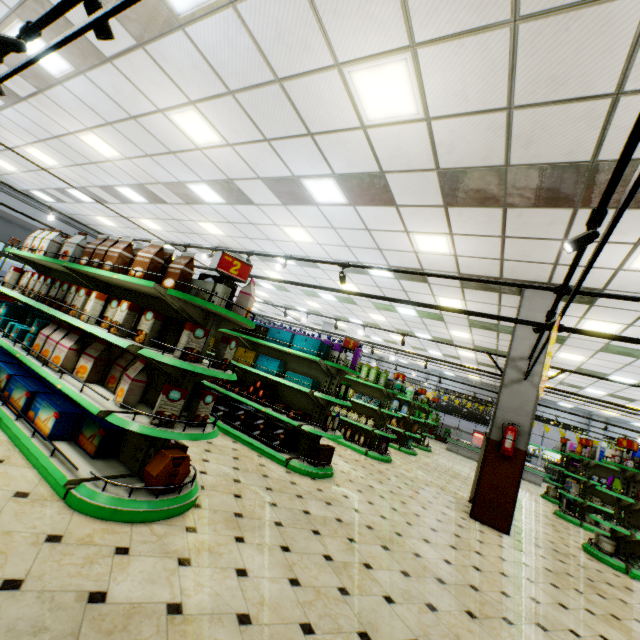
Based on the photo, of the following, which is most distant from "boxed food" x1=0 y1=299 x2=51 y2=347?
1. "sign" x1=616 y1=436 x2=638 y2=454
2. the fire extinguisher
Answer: "sign" x1=616 y1=436 x2=638 y2=454

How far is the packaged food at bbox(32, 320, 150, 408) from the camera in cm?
304

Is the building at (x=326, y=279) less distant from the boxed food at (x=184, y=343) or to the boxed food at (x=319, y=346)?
the boxed food at (x=184, y=343)

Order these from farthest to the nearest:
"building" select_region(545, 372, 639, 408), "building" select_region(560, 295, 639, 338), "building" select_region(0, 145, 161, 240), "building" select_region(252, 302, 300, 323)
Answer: "building" select_region(252, 302, 300, 323) < "building" select_region(545, 372, 639, 408) < "building" select_region(0, 145, 161, 240) < "building" select_region(560, 295, 639, 338)

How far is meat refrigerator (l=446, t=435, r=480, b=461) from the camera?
18.45m

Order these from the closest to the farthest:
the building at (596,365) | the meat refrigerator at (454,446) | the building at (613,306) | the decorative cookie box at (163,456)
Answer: the decorative cookie box at (163,456) < the building at (613,306) < the building at (596,365) < the meat refrigerator at (454,446)

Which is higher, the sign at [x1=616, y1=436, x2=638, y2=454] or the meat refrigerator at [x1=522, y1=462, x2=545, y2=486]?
the sign at [x1=616, y1=436, x2=638, y2=454]

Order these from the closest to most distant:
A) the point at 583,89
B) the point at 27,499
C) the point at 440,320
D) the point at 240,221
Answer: the point at 27,499 → the point at 583,89 → the point at 240,221 → the point at 440,320
